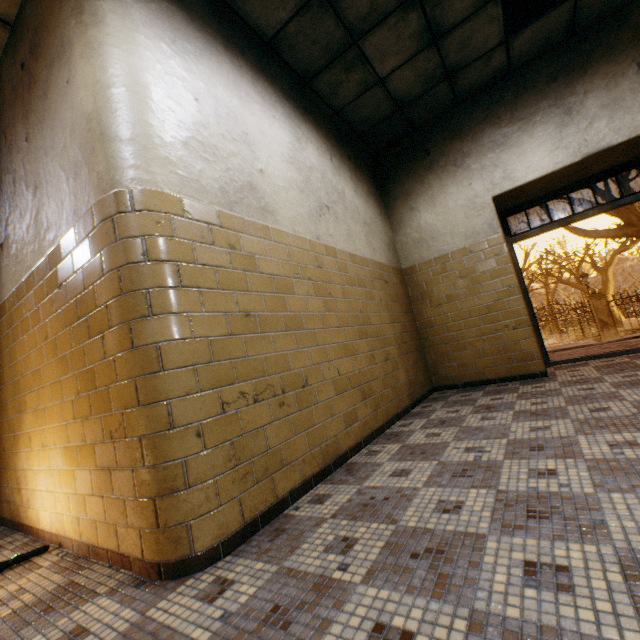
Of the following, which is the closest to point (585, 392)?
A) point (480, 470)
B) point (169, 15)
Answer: point (480, 470)

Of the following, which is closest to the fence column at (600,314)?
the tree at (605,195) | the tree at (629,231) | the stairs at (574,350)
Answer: the tree at (629,231)

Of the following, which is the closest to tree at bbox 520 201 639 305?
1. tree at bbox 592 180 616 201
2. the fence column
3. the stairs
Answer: the fence column

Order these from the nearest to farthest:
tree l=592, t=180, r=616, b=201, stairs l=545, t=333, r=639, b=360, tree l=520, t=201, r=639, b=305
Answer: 1. stairs l=545, t=333, r=639, b=360
2. tree l=520, t=201, r=639, b=305
3. tree l=592, t=180, r=616, b=201

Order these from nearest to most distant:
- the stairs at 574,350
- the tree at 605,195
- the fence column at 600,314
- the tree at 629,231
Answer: the stairs at 574,350
the tree at 629,231
the tree at 605,195
the fence column at 600,314

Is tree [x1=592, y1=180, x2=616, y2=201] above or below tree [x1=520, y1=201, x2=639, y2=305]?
above

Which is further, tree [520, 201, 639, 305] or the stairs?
tree [520, 201, 639, 305]

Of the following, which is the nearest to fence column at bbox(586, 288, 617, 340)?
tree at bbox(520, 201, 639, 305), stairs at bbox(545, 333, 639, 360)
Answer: tree at bbox(520, 201, 639, 305)
